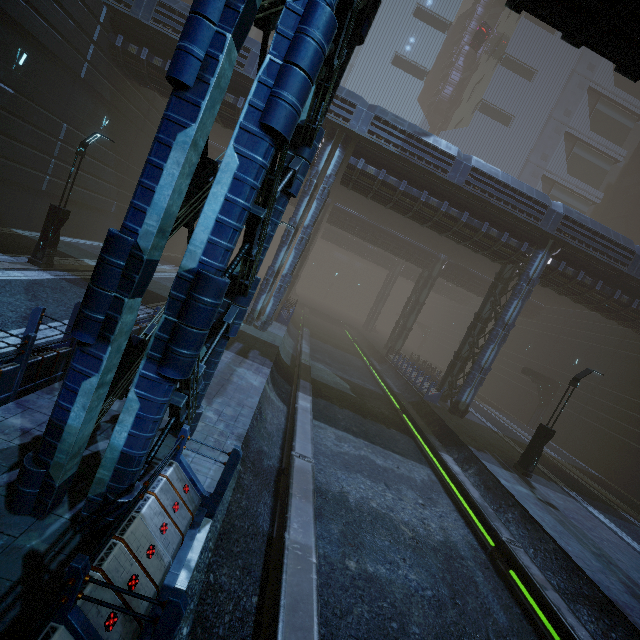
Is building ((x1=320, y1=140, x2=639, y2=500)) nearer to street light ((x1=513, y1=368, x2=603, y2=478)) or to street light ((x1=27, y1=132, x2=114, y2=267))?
street light ((x1=27, y1=132, x2=114, y2=267))

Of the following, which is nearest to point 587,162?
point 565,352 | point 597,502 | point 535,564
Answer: point 565,352

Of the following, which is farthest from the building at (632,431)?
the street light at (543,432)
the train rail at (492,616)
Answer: the street light at (543,432)

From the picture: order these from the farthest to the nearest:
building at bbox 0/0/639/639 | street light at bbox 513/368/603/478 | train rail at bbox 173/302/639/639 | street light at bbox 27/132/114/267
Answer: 1. street light at bbox 513/368/603/478
2. street light at bbox 27/132/114/267
3. train rail at bbox 173/302/639/639
4. building at bbox 0/0/639/639

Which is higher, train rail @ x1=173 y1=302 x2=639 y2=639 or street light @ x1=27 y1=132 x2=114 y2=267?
street light @ x1=27 y1=132 x2=114 y2=267

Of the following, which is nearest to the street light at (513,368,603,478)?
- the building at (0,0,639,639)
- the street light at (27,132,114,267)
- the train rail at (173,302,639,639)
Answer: the train rail at (173,302,639,639)

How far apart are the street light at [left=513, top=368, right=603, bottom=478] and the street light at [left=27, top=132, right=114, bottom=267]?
21.89m

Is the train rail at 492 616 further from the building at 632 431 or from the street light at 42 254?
the street light at 42 254
